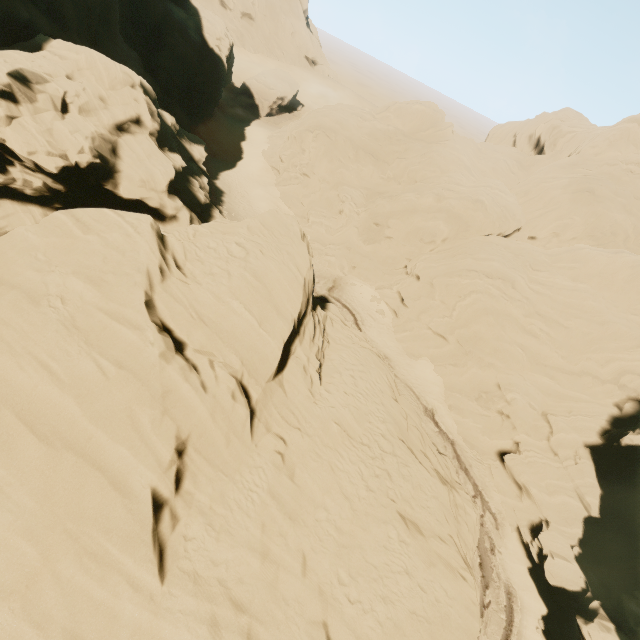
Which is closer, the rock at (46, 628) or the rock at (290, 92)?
the rock at (46, 628)

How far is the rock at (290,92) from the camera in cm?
5650

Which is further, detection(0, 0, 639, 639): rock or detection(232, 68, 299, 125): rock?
detection(232, 68, 299, 125): rock

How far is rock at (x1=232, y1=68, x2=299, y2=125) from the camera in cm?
5650

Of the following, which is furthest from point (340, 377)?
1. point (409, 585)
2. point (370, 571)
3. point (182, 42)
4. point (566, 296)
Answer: point (182, 42)
